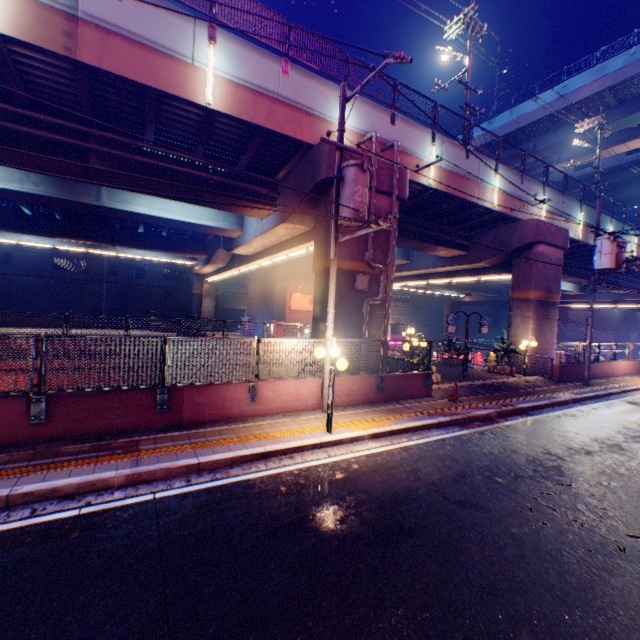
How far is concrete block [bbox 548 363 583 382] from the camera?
17.27m

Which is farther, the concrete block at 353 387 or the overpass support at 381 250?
the overpass support at 381 250

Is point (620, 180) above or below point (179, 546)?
above

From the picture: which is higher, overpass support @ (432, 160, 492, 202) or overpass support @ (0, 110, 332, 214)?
overpass support @ (432, 160, 492, 202)

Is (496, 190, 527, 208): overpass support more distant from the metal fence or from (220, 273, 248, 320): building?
(220, 273, 248, 320): building

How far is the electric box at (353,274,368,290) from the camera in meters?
12.2

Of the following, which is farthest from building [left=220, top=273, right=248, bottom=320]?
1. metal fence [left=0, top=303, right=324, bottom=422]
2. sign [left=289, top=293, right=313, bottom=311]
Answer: sign [left=289, top=293, right=313, bottom=311]

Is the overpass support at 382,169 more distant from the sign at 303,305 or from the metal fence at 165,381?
the sign at 303,305
